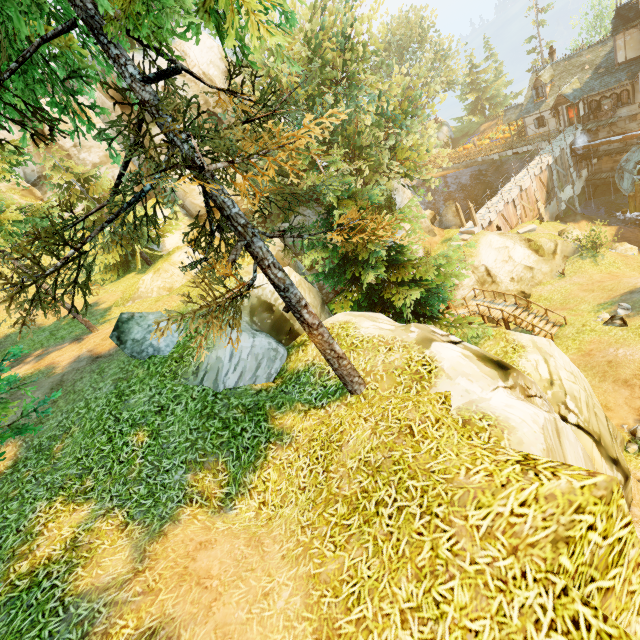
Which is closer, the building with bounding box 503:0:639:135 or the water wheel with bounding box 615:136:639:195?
the building with bounding box 503:0:639:135

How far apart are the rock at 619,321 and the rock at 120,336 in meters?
22.6

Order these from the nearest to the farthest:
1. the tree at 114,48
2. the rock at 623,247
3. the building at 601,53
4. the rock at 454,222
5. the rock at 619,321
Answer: the tree at 114,48, the rock at 619,321, the rock at 623,247, the building at 601,53, the rock at 454,222

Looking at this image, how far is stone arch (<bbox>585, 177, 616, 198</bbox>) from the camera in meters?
35.9 m

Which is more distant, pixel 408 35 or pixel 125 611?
pixel 408 35

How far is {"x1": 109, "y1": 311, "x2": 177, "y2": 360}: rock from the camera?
9.39m

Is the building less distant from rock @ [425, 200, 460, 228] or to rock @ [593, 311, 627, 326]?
rock @ [425, 200, 460, 228]

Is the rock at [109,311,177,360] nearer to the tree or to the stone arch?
the tree
